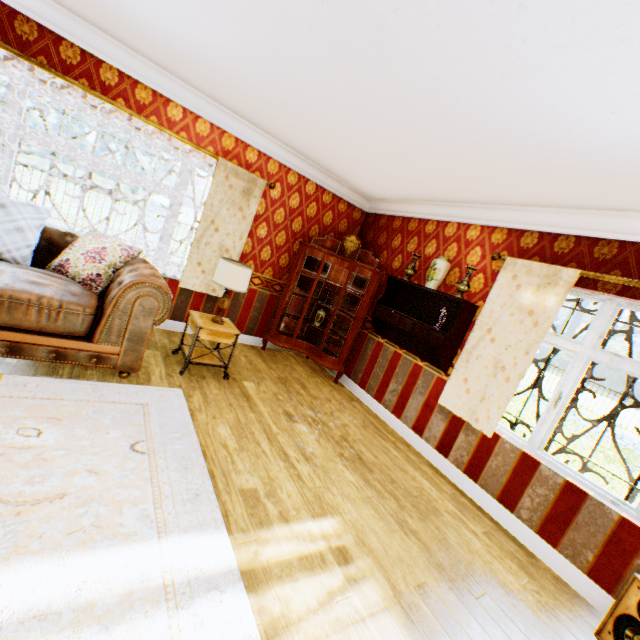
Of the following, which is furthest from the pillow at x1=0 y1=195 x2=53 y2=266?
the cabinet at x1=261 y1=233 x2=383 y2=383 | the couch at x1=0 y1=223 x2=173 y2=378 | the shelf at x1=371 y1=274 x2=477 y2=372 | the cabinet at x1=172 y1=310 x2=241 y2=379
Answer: the shelf at x1=371 y1=274 x2=477 y2=372

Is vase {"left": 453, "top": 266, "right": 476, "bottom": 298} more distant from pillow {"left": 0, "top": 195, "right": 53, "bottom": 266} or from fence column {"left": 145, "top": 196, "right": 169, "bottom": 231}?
fence column {"left": 145, "top": 196, "right": 169, "bottom": 231}

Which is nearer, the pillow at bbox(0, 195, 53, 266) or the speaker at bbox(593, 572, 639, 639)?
the speaker at bbox(593, 572, 639, 639)

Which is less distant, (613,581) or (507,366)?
(613,581)

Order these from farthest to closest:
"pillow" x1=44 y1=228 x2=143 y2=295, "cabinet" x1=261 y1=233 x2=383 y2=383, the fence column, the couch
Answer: the fence column, "cabinet" x1=261 y1=233 x2=383 y2=383, "pillow" x1=44 y1=228 x2=143 y2=295, the couch

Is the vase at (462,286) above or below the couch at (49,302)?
above

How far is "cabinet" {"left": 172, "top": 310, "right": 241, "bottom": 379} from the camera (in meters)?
3.71

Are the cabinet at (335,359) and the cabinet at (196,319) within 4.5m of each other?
yes
